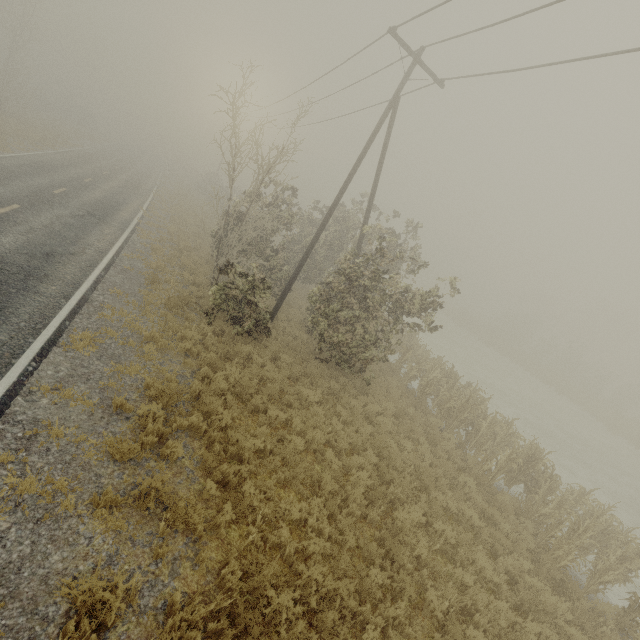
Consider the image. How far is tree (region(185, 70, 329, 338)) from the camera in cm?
1171

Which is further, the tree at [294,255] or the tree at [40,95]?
the tree at [40,95]

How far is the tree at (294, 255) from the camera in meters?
11.7

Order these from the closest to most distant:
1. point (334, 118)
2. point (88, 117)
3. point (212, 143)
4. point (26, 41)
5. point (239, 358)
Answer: point (239, 358)
point (212, 143)
point (334, 118)
point (26, 41)
point (88, 117)

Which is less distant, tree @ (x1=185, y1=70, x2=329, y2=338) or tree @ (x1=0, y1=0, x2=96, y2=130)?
tree @ (x1=185, y1=70, x2=329, y2=338)
